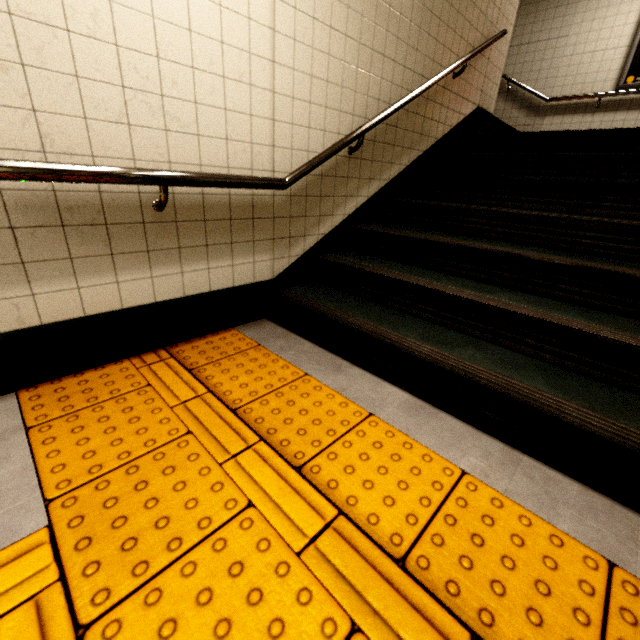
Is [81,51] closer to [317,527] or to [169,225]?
[169,225]

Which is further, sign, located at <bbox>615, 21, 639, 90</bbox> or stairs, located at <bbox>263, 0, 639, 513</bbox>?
sign, located at <bbox>615, 21, 639, 90</bbox>

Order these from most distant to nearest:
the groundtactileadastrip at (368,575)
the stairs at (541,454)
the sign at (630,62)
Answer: the sign at (630,62), the stairs at (541,454), the groundtactileadastrip at (368,575)

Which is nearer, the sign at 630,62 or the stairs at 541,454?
the stairs at 541,454

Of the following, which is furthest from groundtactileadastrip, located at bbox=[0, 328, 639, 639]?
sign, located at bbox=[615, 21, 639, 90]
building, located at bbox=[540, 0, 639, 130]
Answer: sign, located at bbox=[615, 21, 639, 90]

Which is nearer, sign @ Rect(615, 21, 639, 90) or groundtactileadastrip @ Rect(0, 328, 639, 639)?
groundtactileadastrip @ Rect(0, 328, 639, 639)

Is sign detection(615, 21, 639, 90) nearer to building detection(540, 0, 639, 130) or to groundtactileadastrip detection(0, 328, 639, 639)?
building detection(540, 0, 639, 130)

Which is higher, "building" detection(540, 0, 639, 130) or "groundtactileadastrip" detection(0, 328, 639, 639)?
"building" detection(540, 0, 639, 130)
